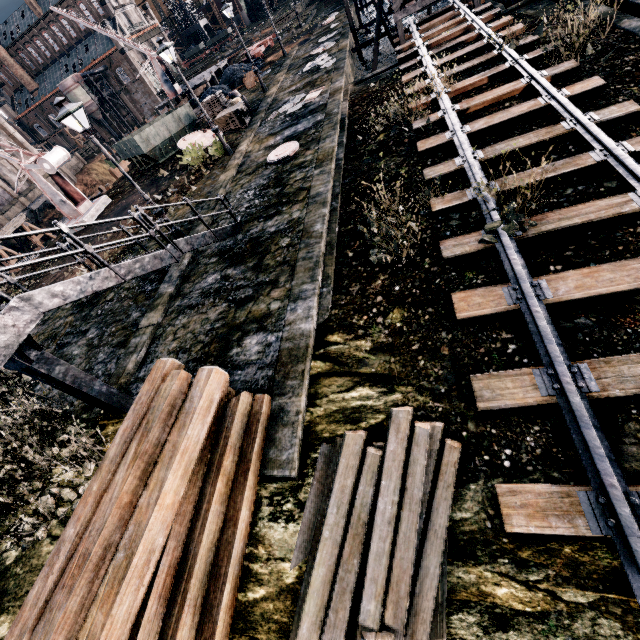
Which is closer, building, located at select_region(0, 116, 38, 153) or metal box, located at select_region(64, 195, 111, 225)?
metal box, located at select_region(64, 195, 111, 225)

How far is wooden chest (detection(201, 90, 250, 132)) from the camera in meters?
22.3 m

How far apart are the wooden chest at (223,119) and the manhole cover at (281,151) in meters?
8.2 m

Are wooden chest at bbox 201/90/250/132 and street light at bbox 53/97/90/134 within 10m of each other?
no

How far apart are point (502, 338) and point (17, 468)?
12.1m

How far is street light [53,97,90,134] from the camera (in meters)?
10.40

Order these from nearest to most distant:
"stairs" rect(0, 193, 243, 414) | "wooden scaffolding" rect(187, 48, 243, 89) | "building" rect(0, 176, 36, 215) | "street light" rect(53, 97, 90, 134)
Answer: "stairs" rect(0, 193, 243, 414)
"street light" rect(53, 97, 90, 134)
"wooden scaffolding" rect(187, 48, 243, 89)
"building" rect(0, 176, 36, 215)

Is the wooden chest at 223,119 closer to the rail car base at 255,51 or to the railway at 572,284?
the railway at 572,284
